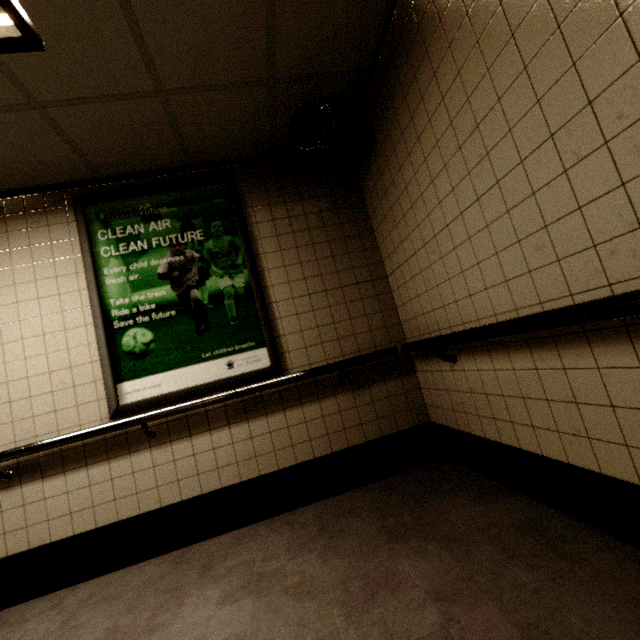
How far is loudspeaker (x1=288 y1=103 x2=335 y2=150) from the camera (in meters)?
2.30

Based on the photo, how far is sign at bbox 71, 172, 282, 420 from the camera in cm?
244

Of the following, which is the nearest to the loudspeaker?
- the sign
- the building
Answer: the building

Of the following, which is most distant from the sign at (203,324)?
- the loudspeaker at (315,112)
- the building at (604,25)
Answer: the loudspeaker at (315,112)

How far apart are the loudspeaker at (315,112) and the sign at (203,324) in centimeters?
69cm

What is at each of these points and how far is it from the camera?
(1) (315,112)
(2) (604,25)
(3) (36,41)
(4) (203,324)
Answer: (1) loudspeaker, 2.3 meters
(2) building, 0.9 meters
(3) fluorescent light, 1.6 meters
(4) sign, 2.6 meters

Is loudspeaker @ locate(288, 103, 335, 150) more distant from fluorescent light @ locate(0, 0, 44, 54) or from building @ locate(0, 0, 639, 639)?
fluorescent light @ locate(0, 0, 44, 54)

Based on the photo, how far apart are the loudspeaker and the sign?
0.69m
